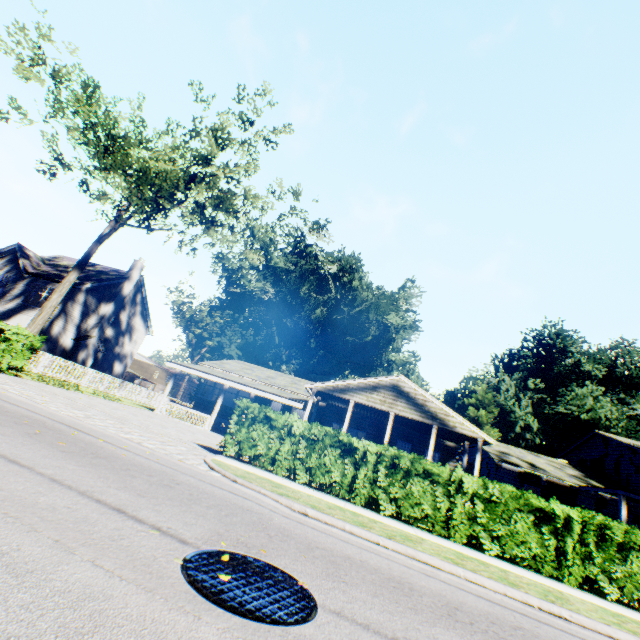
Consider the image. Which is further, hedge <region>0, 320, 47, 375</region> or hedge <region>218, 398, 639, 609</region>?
hedge <region>0, 320, 47, 375</region>

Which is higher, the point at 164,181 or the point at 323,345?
the point at 323,345

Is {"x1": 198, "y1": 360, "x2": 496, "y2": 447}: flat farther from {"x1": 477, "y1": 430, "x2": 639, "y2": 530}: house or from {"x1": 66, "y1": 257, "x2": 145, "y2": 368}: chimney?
{"x1": 66, "y1": 257, "x2": 145, "y2": 368}: chimney

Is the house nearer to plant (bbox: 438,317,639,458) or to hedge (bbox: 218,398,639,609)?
plant (bbox: 438,317,639,458)

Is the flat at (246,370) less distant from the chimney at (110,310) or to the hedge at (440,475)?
the hedge at (440,475)

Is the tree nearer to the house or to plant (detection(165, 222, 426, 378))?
plant (detection(165, 222, 426, 378))

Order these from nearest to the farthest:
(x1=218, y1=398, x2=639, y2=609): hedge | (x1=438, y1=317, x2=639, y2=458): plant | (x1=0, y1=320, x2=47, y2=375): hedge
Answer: (x1=218, y1=398, x2=639, y2=609): hedge → (x1=0, y1=320, x2=47, y2=375): hedge → (x1=438, y1=317, x2=639, y2=458): plant

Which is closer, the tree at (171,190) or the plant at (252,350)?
the tree at (171,190)
